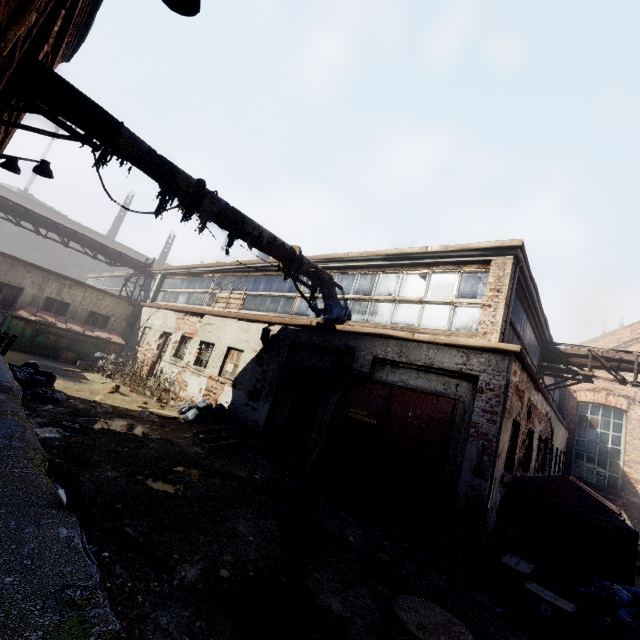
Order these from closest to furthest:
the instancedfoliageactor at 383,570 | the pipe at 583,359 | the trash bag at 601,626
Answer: the trash bag at 601,626 < the instancedfoliageactor at 383,570 < the pipe at 583,359

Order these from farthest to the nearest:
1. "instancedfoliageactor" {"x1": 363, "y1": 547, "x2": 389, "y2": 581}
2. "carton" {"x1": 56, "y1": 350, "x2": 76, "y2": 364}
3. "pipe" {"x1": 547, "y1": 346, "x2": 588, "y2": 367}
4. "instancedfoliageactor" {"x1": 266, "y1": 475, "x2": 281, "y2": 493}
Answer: "carton" {"x1": 56, "y1": 350, "x2": 76, "y2": 364}, "pipe" {"x1": 547, "y1": 346, "x2": 588, "y2": 367}, "instancedfoliageactor" {"x1": 266, "y1": 475, "x2": 281, "y2": 493}, "instancedfoliageactor" {"x1": 363, "y1": 547, "x2": 389, "y2": 581}

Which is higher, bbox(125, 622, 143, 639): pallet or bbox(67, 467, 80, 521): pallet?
bbox(67, 467, 80, 521): pallet

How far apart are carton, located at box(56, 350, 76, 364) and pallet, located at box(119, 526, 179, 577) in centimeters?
1399cm

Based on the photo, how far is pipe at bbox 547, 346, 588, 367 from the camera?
11.00m

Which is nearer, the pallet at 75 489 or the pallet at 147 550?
the pallet at 75 489

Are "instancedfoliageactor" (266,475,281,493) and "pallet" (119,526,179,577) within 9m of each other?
yes

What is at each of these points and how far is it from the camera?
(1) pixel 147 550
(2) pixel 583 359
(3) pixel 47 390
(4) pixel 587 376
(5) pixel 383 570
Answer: (1) pallet, 3.30m
(2) pipe, 11.01m
(3) trash bag, 7.83m
(4) scaffolding, 10.79m
(5) instancedfoliageactor, 4.25m
